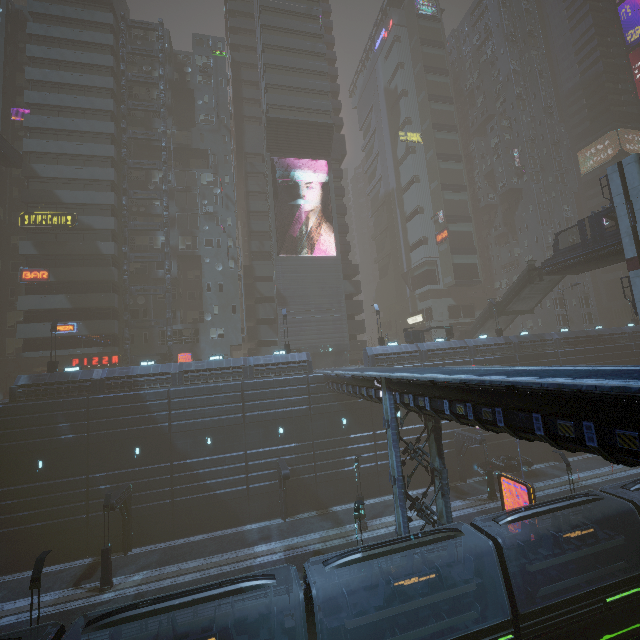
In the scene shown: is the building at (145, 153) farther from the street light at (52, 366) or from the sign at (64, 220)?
the street light at (52, 366)

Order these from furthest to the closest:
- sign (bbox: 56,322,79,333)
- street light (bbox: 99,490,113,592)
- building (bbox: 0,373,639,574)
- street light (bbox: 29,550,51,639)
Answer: sign (bbox: 56,322,79,333)
street light (bbox: 99,490,113,592)
street light (bbox: 29,550,51,639)
building (bbox: 0,373,639,574)

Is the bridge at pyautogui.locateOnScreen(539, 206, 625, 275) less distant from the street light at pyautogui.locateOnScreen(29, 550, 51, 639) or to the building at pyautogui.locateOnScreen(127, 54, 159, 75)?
the building at pyautogui.locateOnScreen(127, 54, 159, 75)

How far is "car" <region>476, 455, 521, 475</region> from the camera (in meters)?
30.77

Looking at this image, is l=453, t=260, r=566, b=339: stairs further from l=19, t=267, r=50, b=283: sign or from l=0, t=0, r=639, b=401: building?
l=19, t=267, r=50, b=283: sign

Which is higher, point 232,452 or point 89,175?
point 89,175

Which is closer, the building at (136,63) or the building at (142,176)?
the building at (142,176)

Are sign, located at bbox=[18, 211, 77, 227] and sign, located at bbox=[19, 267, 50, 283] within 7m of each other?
yes
